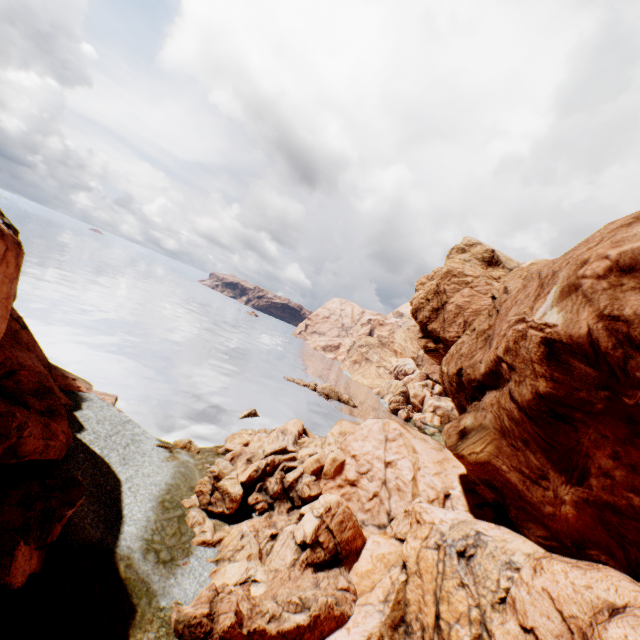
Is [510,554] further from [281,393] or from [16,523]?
[281,393]

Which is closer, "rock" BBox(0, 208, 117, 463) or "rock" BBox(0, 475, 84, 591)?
"rock" BBox(0, 475, 84, 591)

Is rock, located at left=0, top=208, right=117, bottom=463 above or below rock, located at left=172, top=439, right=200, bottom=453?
above

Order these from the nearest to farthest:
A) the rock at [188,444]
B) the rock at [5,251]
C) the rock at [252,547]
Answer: the rock at [252,547] < the rock at [5,251] < the rock at [188,444]

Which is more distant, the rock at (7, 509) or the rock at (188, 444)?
the rock at (188, 444)

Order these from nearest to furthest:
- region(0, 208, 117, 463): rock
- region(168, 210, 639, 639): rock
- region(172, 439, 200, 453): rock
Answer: region(168, 210, 639, 639): rock
region(0, 208, 117, 463): rock
region(172, 439, 200, 453): rock

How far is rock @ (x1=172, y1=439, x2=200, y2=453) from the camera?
29.5m
